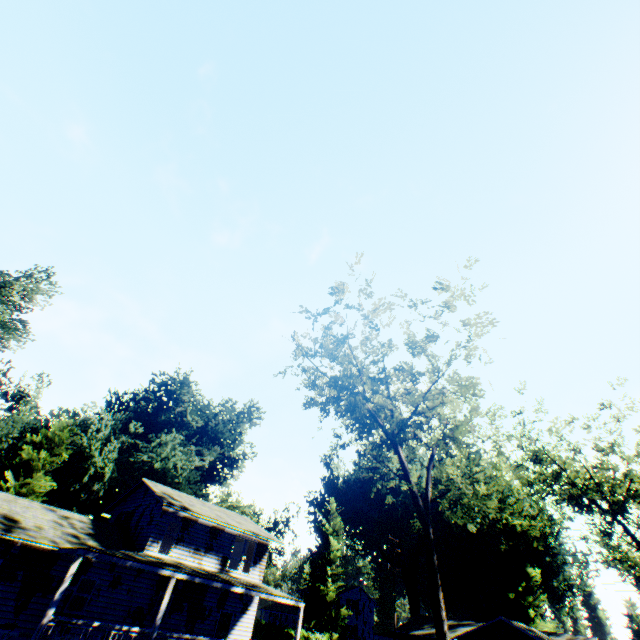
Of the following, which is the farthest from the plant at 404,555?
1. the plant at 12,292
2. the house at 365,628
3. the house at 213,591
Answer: the house at 213,591

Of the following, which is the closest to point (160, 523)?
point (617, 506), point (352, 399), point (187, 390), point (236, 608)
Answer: point (236, 608)

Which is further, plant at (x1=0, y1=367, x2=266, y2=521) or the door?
plant at (x1=0, y1=367, x2=266, y2=521)

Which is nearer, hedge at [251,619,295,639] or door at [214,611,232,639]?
door at [214,611,232,639]

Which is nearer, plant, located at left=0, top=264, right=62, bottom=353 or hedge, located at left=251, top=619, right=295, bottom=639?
plant, located at left=0, top=264, right=62, bottom=353

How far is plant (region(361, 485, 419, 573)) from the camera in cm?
5494

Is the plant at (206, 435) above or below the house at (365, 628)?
above

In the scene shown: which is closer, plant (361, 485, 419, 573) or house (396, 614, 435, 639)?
house (396, 614, 435, 639)
